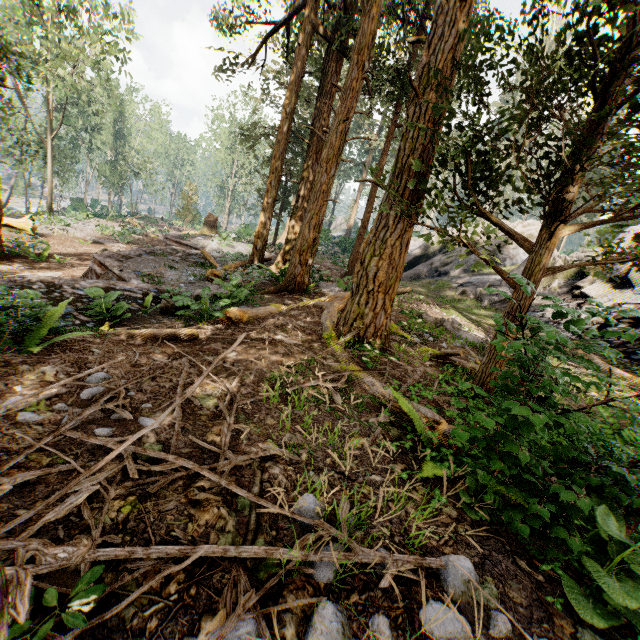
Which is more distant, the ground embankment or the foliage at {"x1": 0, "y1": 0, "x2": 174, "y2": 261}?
the foliage at {"x1": 0, "y1": 0, "x2": 174, "y2": 261}

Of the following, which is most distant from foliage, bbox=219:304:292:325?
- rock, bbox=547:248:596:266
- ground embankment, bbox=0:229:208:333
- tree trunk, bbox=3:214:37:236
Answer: tree trunk, bbox=3:214:37:236

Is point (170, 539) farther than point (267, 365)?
No

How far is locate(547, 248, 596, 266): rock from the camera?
18.77m

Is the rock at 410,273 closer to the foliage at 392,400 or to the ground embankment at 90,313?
the foliage at 392,400

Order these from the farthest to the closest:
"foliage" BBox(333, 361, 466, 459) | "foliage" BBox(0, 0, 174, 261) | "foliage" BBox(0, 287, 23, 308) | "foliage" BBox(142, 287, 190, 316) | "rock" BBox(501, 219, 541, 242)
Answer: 1. "rock" BBox(501, 219, 541, 242)
2. "foliage" BBox(0, 0, 174, 261)
3. "foliage" BBox(142, 287, 190, 316)
4. "foliage" BBox(0, 287, 23, 308)
5. "foliage" BBox(333, 361, 466, 459)

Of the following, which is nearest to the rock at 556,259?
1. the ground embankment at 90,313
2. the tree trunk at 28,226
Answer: the ground embankment at 90,313
